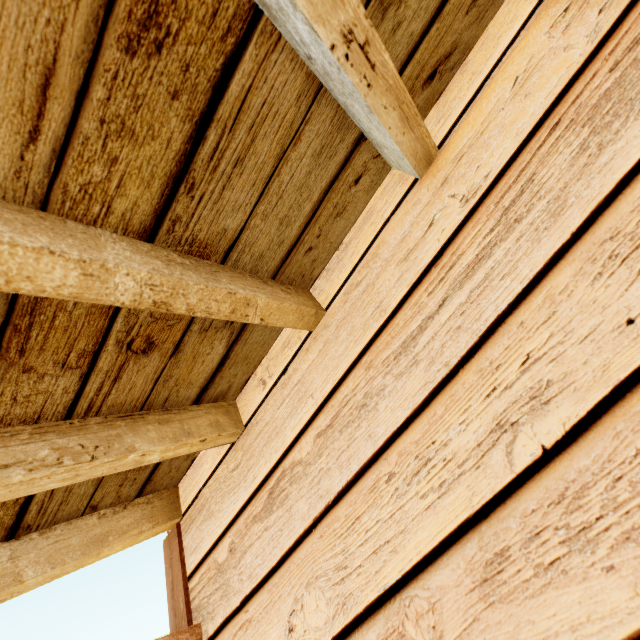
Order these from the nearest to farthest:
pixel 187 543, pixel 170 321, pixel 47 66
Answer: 1. pixel 47 66
2. pixel 170 321
3. pixel 187 543
